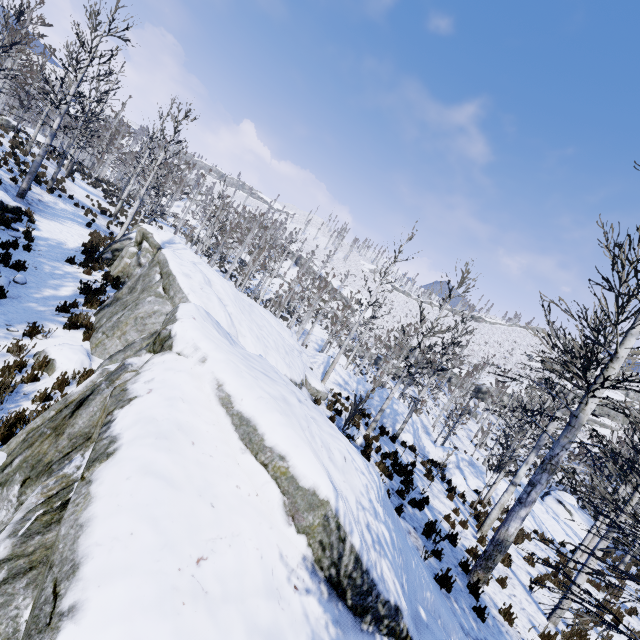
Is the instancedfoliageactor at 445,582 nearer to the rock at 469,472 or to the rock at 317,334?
the rock at 469,472

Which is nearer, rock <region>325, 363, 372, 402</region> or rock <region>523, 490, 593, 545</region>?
rock <region>523, 490, 593, 545</region>

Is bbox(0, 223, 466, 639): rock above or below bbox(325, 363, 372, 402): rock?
above

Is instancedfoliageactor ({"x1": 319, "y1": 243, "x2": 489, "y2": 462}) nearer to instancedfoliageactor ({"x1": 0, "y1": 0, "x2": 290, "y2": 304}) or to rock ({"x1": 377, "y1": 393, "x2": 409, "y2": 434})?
rock ({"x1": 377, "y1": 393, "x2": 409, "y2": 434})

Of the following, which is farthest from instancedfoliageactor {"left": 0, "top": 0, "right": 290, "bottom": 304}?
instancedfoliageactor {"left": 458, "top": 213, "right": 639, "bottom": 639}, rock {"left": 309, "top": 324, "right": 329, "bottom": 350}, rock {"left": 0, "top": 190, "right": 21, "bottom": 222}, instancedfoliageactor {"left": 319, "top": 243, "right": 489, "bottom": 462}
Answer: instancedfoliageactor {"left": 458, "top": 213, "right": 639, "bottom": 639}

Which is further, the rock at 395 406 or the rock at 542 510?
the rock at 395 406

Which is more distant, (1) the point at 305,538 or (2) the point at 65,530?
(1) the point at 305,538
